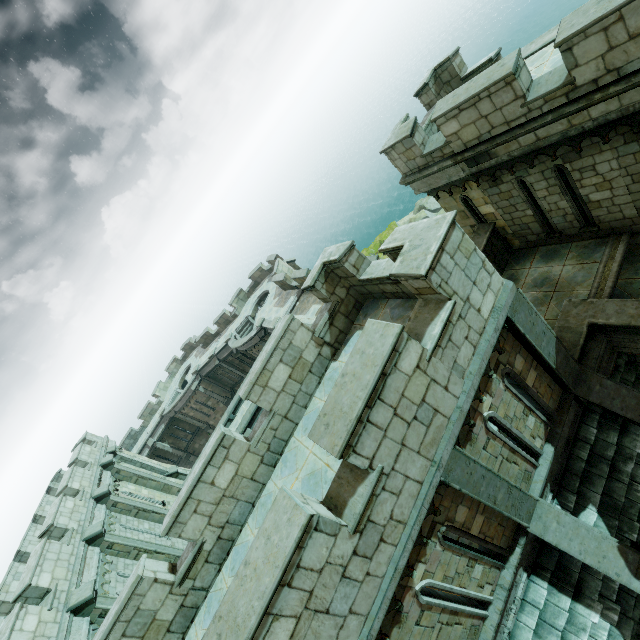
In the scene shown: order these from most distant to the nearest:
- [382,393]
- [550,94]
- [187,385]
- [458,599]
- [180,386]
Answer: [180,386] < [187,385] < [550,94] < [458,599] < [382,393]

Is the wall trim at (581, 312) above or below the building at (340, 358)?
below

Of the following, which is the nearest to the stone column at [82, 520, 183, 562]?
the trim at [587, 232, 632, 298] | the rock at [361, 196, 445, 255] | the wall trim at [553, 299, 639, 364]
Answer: the wall trim at [553, 299, 639, 364]

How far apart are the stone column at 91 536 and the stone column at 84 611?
2.7m

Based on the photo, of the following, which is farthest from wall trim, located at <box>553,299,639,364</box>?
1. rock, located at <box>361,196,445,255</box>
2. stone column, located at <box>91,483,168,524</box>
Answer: stone column, located at <box>91,483,168,524</box>

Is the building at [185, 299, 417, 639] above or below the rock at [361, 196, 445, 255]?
above

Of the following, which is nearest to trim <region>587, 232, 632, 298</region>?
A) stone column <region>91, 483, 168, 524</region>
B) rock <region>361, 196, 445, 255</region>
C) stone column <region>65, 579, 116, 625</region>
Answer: rock <region>361, 196, 445, 255</region>

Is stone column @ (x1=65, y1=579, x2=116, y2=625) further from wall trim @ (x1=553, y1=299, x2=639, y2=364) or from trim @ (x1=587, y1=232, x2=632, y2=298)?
trim @ (x1=587, y1=232, x2=632, y2=298)
